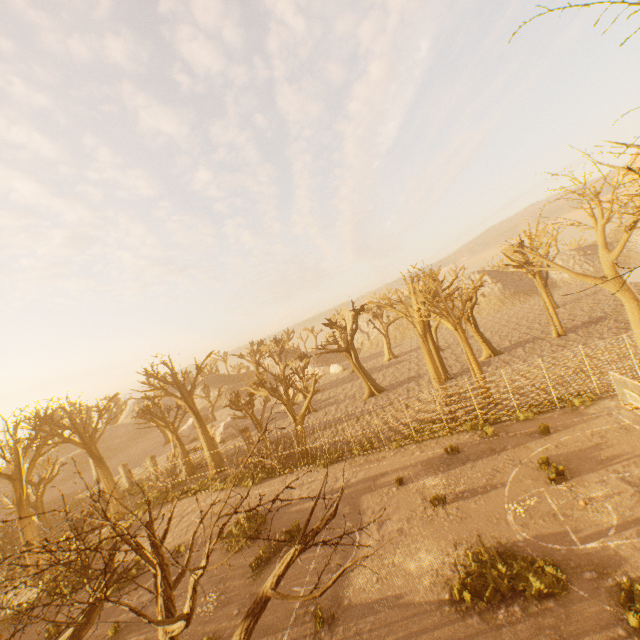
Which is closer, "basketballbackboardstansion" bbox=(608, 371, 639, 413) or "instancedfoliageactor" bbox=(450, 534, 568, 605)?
"instancedfoliageactor" bbox=(450, 534, 568, 605)

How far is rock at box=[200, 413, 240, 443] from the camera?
39.2 meters

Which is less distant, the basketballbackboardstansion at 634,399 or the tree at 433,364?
the basketballbackboardstansion at 634,399

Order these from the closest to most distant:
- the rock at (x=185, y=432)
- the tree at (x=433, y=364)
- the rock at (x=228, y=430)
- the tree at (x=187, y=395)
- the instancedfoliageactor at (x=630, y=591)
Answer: the instancedfoliageactor at (x=630, y=591), the tree at (x=433, y=364), the tree at (x=187, y=395), the rock at (x=228, y=430), the rock at (x=185, y=432)

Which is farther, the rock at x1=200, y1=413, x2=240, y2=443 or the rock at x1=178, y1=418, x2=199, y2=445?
the rock at x1=178, y1=418, x2=199, y2=445

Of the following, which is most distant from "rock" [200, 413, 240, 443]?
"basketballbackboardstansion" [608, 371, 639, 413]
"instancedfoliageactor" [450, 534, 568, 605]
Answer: "basketballbackboardstansion" [608, 371, 639, 413]

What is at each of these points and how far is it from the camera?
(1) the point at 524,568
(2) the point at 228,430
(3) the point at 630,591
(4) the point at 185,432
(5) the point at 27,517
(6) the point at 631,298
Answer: (1) instancedfoliageactor, 9.3m
(2) rock, 39.8m
(3) instancedfoliageactor, 7.9m
(4) rock, 47.3m
(5) tree, 20.9m
(6) tree, 18.1m

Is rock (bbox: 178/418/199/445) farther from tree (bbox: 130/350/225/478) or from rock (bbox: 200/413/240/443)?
rock (bbox: 200/413/240/443)
